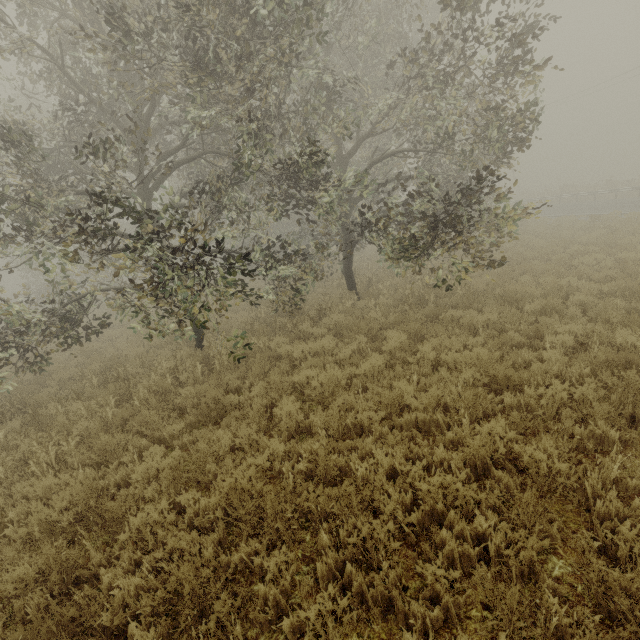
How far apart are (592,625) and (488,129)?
10.42m
